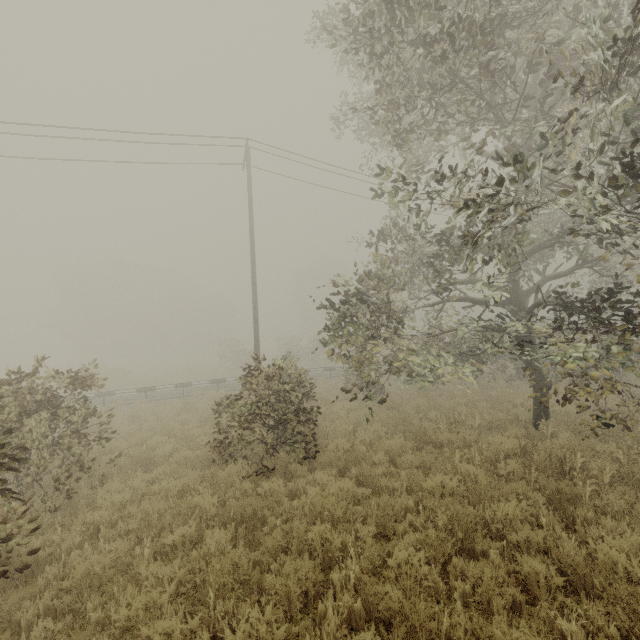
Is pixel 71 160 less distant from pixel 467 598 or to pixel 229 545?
pixel 229 545

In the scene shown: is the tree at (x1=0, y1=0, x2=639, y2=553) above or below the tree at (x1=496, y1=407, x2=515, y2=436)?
above

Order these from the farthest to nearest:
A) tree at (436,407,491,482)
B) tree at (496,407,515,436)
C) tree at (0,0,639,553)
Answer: tree at (496,407,515,436), tree at (436,407,491,482), tree at (0,0,639,553)

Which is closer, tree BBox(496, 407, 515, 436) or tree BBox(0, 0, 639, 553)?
tree BBox(0, 0, 639, 553)

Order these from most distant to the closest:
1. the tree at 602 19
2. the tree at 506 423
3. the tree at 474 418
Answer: the tree at 506 423, the tree at 474 418, the tree at 602 19

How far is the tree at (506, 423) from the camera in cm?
890

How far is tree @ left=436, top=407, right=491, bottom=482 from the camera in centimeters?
677cm
